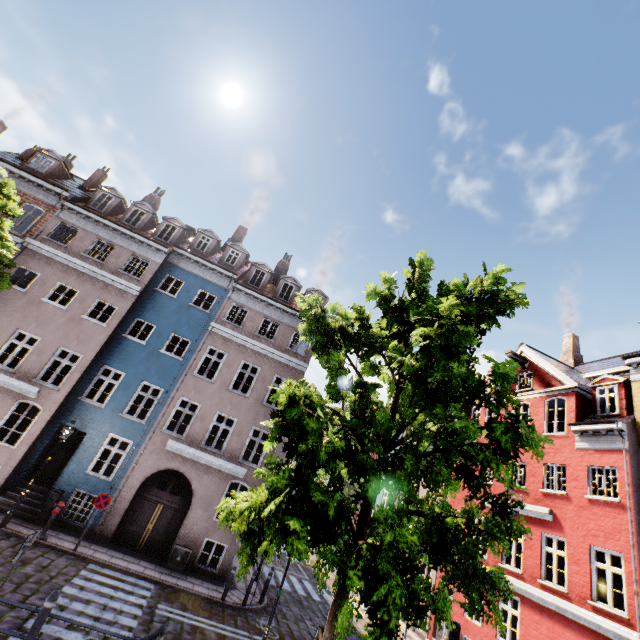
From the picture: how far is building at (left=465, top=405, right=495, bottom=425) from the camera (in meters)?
19.64

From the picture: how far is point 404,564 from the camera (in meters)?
5.16

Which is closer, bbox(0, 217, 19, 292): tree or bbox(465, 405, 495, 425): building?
bbox(0, 217, 19, 292): tree

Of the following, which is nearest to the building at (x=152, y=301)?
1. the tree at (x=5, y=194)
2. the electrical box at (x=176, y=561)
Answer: the electrical box at (x=176, y=561)

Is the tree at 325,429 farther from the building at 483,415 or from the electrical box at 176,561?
the electrical box at 176,561

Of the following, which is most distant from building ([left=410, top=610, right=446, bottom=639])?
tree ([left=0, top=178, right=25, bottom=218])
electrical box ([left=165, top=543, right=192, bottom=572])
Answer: tree ([left=0, top=178, right=25, bottom=218])

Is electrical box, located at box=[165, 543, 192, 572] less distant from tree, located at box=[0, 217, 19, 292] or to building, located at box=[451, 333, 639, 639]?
building, located at box=[451, 333, 639, 639]
